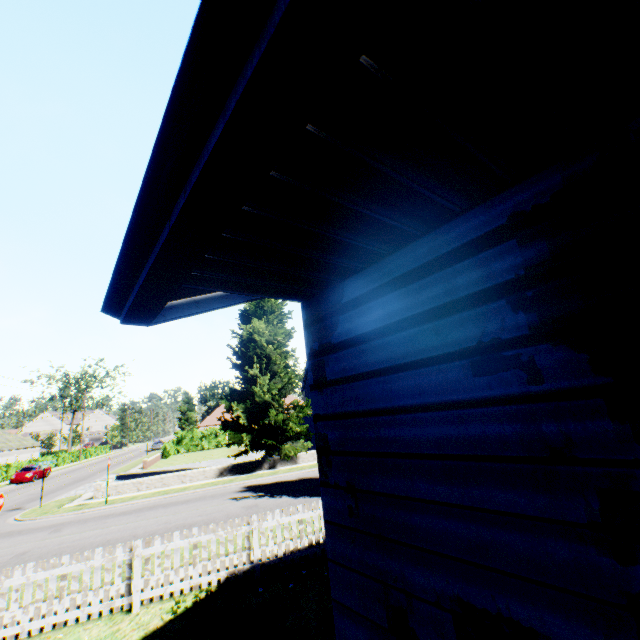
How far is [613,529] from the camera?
1.1m

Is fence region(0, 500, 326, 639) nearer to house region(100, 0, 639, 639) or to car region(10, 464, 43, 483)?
house region(100, 0, 639, 639)

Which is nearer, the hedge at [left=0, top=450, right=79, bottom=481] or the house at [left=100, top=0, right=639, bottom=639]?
the house at [left=100, top=0, right=639, bottom=639]

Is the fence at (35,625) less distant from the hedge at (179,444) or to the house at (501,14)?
the house at (501,14)

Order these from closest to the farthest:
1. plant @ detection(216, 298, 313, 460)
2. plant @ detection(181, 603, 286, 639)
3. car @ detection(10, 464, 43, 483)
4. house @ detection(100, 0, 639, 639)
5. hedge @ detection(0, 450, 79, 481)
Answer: house @ detection(100, 0, 639, 639)
plant @ detection(181, 603, 286, 639)
plant @ detection(216, 298, 313, 460)
car @ detection(10, 464, 43, 483)
hedge @ detection(0, 450, 79, 481)

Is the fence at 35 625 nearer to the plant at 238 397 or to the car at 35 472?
the plant at 238 397

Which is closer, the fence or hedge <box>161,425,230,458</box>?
the fence

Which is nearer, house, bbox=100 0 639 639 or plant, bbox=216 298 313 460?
house, bbox=100 0 639 639
